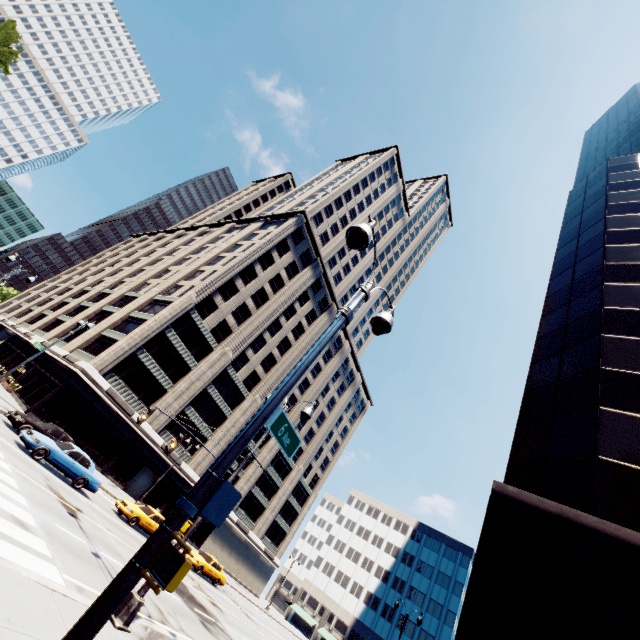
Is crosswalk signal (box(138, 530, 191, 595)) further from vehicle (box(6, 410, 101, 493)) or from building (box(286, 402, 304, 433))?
building (box(286, 402, 304, 433))

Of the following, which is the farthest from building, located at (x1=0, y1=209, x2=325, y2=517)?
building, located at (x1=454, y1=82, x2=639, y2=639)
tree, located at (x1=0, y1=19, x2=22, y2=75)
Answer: building, located at (x1=454, y1=82, x2=639, y2=639)

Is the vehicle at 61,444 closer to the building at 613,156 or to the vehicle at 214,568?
the vehicle at 214,568

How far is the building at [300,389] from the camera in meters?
Answer: 57.3

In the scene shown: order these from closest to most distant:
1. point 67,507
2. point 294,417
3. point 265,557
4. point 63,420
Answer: point 67,507, point 63,420, point 265,557, point 294,417

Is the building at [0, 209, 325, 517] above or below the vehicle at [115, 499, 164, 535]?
above

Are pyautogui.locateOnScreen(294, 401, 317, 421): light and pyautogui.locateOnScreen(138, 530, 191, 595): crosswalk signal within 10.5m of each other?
yes

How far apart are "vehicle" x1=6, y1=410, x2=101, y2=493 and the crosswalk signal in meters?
19.3
